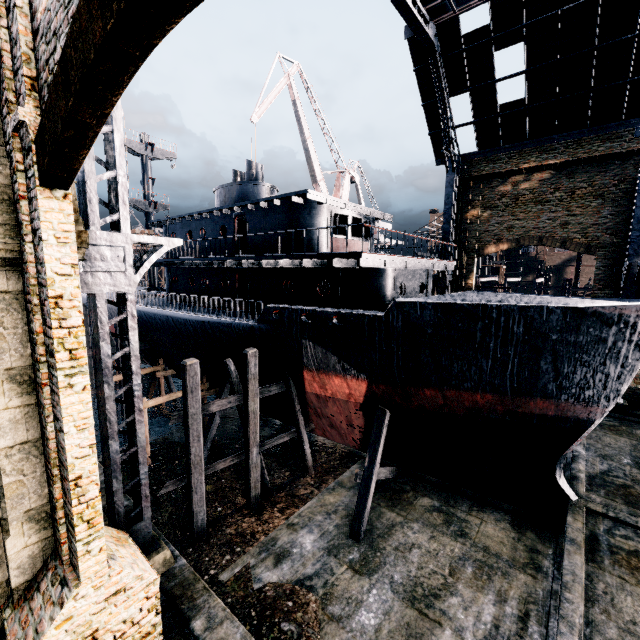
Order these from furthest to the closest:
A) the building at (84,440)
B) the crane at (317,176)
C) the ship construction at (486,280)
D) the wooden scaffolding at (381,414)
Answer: the ship construction at (486,280), the crane at (317,176), the wooden scaffolding at (381,414), the building at (84,440)

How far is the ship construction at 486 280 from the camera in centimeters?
3180cm

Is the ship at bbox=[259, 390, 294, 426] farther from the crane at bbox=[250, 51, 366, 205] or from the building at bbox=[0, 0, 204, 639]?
the building at bbox=[0, 0, 204, 639]

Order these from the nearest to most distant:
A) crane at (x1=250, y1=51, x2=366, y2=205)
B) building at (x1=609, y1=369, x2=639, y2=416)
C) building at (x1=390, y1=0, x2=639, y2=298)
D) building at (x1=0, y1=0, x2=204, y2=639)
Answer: building at (x1=0, y1=0, x2=204, y2=639)
building at (x1=390, y1=0, x2=639, y2=298)
building at (x1=609, y1=369, x2=639, y2=416)
crane at (x1=250, y1=51, x2=366, y2=205)

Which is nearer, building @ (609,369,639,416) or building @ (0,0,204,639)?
building @ (0,0,204,639)

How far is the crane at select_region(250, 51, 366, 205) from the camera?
27.5m

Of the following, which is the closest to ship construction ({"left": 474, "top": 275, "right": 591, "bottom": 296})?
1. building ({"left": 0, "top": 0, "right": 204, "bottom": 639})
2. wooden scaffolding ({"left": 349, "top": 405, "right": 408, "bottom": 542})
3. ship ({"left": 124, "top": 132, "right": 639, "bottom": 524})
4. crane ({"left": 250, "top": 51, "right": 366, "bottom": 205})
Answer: building ({"left": 0, "top": 0, "right": 204, "bottom": 639})

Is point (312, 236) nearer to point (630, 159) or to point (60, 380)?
point (60, 380)
